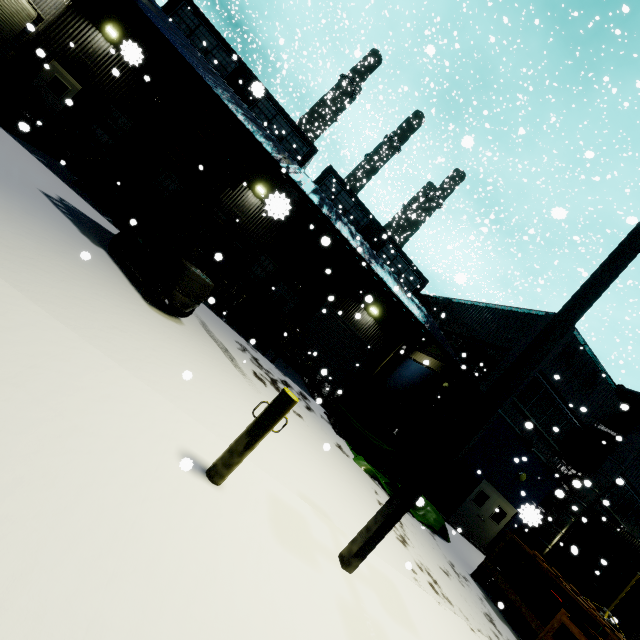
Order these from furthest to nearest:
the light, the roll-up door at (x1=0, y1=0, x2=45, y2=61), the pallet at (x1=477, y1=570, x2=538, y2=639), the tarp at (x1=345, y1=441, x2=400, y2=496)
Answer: the roll-up door at (x1=0, y1=0, x2=45, y2=61)
the tarp at (x1=345, y1=441, x2=400, y2=496)
the pallet at (x1=477, y1=570, x2=538, y2=639)
the light

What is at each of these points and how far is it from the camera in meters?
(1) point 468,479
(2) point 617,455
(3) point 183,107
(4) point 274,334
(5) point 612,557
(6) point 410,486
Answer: (1) electrical box, 14.1
(2) vent duct, 14.9
(3) pallet, 7.9
(4) pallet, 13.2
(5) building, 13.8
(6) light, 3.9

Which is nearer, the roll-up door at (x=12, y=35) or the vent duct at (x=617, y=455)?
the roll-up door at (x=12, y=35)

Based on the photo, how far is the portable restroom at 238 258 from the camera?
12.14m

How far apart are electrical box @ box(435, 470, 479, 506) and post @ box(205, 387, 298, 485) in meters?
13.3

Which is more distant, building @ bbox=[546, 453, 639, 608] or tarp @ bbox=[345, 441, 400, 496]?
building @ bbox=[546, 453, 639, 608]

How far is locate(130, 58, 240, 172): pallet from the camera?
7.49m

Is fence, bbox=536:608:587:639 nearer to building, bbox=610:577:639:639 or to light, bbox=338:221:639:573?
building, bbox=610:577:639:639
